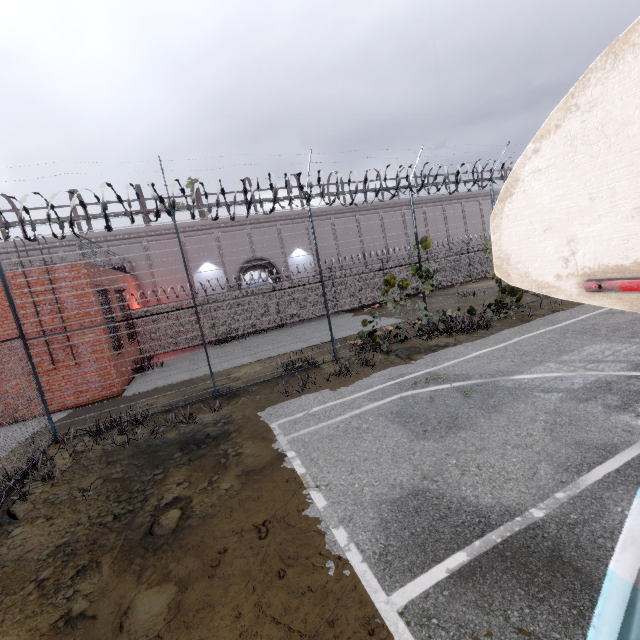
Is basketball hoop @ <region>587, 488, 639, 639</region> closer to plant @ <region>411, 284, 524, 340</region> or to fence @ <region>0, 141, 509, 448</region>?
fence @ <region>0, 141, 509, 448</region>

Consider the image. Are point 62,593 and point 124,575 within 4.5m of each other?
yes

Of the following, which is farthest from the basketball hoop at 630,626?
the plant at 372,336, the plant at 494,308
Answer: the plant at 494,308

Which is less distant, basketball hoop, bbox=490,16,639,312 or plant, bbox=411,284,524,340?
basketball hoop, bbox=490,16,639,312

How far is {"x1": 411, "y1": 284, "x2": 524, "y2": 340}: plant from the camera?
11.5 meters

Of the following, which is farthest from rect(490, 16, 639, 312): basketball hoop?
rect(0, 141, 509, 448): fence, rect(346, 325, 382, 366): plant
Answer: rect(346, 325, 382, 366): plant

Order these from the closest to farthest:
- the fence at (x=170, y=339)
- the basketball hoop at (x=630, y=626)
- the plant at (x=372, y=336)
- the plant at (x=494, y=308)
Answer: the basketball hoop at (x=630, y=626)
the fence at (x=170, y=339)
the plant at (x=372, y=336)
the plant at (x=494, y=308)

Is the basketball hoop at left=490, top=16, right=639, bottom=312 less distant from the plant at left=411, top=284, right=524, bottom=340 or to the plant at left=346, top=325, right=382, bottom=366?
the plant at left=346, top=325, right=382, bottom=366
